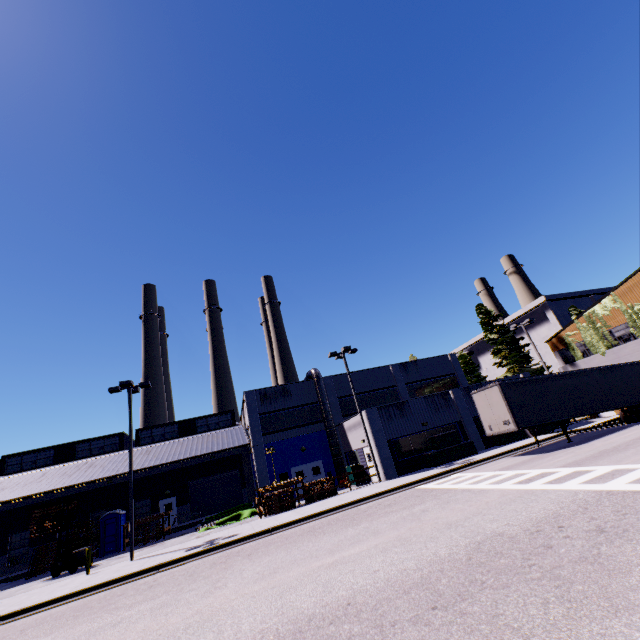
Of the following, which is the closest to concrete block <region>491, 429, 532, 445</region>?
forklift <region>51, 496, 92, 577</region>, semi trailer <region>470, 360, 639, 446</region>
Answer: semi trailer <region>470, 360, 639, 446</region>

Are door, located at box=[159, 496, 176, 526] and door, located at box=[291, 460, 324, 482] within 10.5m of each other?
no

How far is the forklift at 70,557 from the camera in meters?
20.0 m

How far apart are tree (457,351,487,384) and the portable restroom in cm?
5093

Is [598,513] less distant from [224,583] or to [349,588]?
[349,588]

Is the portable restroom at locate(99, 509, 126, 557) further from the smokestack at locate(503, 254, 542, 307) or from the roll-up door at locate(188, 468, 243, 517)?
the smokestack at locate(503, 254, 542, 307)

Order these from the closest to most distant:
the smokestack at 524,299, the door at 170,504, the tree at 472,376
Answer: the door at 170,504 → the tree at 472,376 → the smokestack at 524,299

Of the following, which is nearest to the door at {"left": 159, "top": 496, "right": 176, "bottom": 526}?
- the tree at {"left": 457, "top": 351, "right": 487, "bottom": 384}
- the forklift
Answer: the forklift
